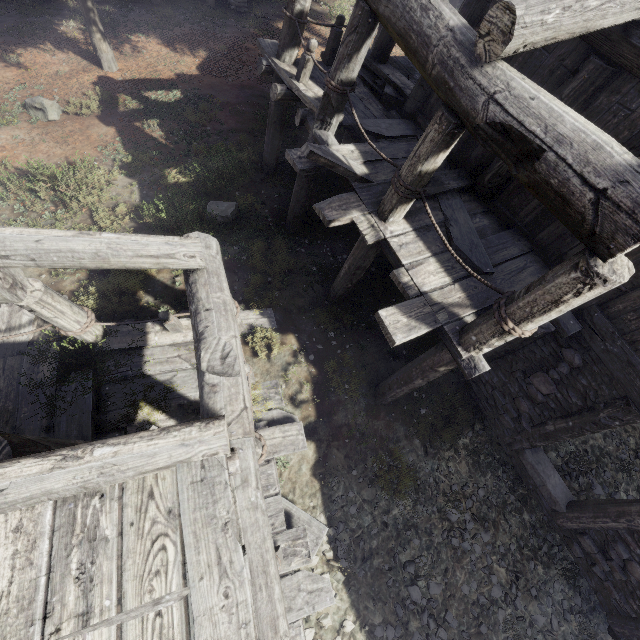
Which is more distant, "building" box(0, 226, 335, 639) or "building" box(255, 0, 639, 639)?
"building" box(255, 0, 639, 639)

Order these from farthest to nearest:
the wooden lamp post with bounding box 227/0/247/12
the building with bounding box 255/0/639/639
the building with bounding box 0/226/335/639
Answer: the wooden lamp post with bounding box 227/0/247/12 → the building with bounding box 255/0/639/639 → the building with bounding box 0/226/335/639

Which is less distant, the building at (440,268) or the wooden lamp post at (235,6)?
the building at (440,268)

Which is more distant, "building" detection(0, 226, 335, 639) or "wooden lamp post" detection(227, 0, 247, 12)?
"wooden lamp post" detection(227, 0, 247, 12)

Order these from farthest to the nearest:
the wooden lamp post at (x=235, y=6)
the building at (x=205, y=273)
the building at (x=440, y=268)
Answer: the wooden lamp post at (x=235, y=6)
the building at (x=440, y=268)
the building at (x=205, y=273)

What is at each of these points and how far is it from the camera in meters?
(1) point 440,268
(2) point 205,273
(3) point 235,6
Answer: (1) building, 4.8
(2) building, 4.2
(3) wooden lamp post, 14.3
